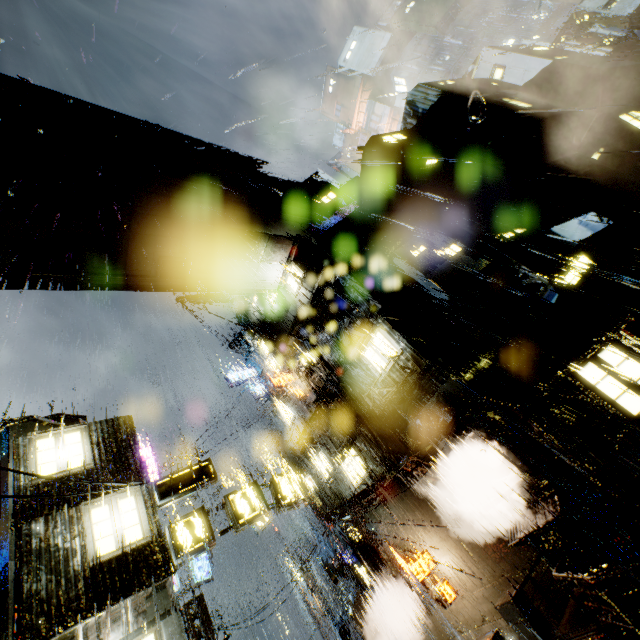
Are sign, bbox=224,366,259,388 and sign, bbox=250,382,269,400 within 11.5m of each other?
yes

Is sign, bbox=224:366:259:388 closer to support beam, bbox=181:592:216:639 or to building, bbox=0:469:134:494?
building, bbox=0:469:134:494

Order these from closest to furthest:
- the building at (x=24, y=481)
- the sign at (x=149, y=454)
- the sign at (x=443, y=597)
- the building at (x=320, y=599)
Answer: the building at (x=24, y=481)
the sign at (x=443, y=597)
the sign at (x=149, y=454)
the building at (x=320, y=599)

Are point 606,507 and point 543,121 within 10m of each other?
no

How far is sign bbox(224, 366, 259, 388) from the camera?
28.3 meters

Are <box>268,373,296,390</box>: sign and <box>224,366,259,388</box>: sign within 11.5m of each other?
yes

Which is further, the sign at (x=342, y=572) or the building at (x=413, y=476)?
the sign at (x=342, y=572)

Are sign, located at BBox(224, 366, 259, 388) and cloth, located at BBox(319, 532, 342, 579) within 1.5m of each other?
no
